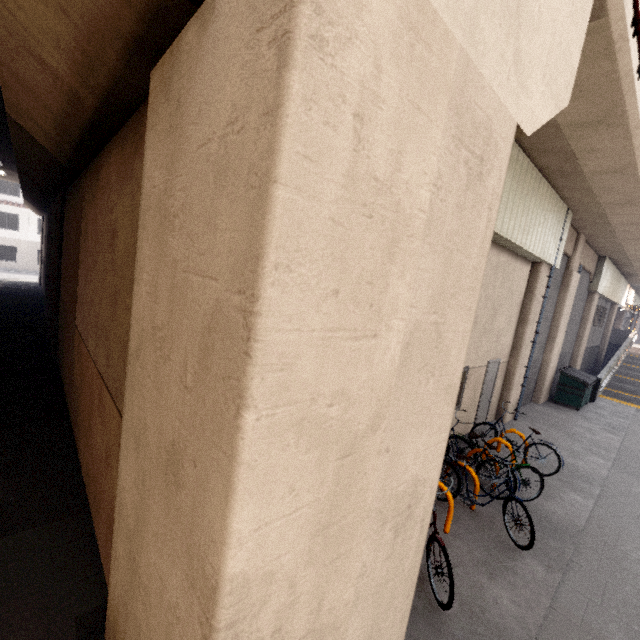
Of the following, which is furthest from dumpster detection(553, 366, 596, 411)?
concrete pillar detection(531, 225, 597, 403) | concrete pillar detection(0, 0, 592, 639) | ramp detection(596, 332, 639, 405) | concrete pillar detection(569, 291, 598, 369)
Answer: concrete pillar detection(0, 0, 592, 639)

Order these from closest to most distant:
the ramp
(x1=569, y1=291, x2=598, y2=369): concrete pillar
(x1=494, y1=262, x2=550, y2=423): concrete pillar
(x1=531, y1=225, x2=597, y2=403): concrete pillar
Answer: (x1=494, y1=262, x2=550, y2=423): concrete pillar
(x1=531, y1=225, x2=597, y2=403): concrete pillar
the ramp
(x1=569, y1=291, x2=598, y2=369): concrete pillar

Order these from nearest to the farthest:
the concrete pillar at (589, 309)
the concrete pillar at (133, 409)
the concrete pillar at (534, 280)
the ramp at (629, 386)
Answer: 1. the concrete pillar at (133, 409)
2. the concrete pillar at (534, 280)
3. the ramp at (629, 386)
4. the concrete pillar at (589, 309)

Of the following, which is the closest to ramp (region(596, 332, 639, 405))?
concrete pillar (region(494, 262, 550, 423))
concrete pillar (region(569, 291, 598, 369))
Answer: concrete pillar (region(569, 291, 598, 369))

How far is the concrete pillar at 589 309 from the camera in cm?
1680

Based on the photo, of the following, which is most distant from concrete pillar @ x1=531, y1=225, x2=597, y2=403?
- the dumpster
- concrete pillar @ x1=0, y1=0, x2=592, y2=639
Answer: concrete pillar @ x1=0, y1=0, x2=592, y2=639

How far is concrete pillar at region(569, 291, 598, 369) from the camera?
16.8 meters

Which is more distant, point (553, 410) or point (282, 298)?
point (553, 410)
